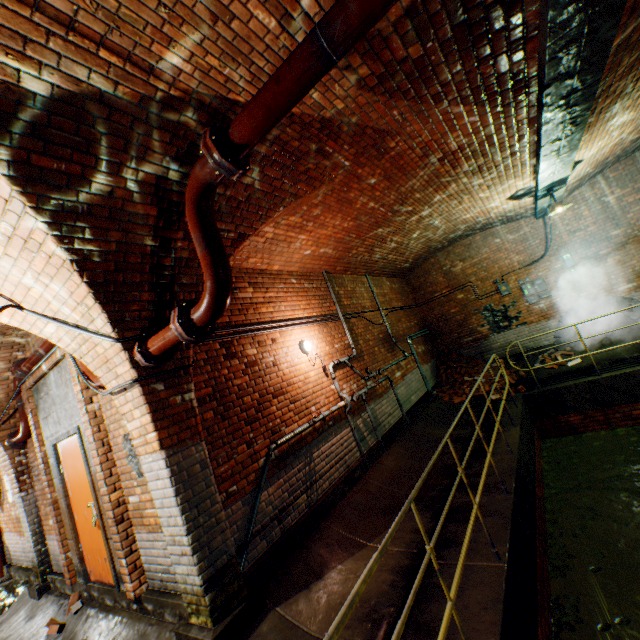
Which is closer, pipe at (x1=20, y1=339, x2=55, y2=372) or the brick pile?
pipe at (x1=20, y1=339, x2=55, y2=372)

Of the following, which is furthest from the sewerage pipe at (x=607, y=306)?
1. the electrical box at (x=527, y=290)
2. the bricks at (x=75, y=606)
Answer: the bricks at (x=75, y=606)

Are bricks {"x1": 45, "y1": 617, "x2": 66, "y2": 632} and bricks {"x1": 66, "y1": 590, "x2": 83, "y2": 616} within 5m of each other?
yes

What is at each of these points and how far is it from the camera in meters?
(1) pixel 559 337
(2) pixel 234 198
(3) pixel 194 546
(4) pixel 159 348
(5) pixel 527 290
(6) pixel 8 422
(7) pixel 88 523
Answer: (1) sewerage pipe, 9.4
(2) support arch, 3.5
(3) support arch, 3.0
(4) pipe, 3.0
(5) electrical box, 9.7
(6) support arch, 6.0
(7) door, 4.7

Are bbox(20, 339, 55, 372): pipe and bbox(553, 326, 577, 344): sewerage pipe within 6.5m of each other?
no

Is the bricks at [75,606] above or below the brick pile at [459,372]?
below

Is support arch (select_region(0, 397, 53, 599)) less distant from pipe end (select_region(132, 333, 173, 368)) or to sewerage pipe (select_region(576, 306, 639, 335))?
pipe end (select_region(132, 333, 173, 368))

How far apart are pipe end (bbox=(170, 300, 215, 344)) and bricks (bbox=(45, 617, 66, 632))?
4.94m
